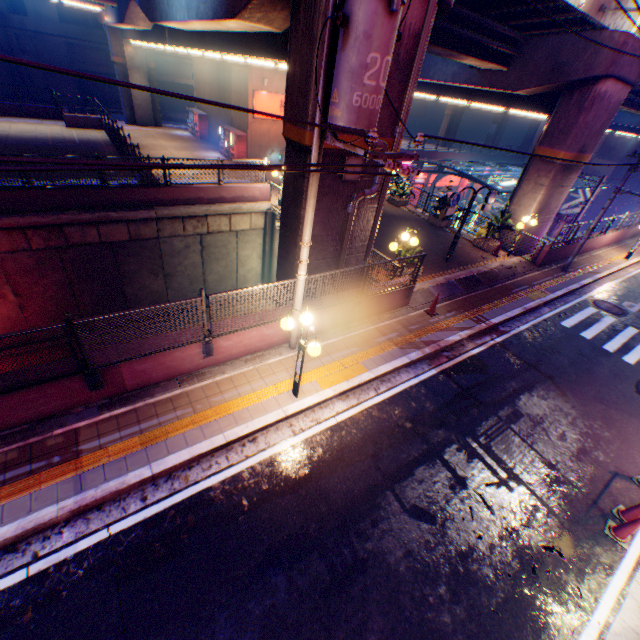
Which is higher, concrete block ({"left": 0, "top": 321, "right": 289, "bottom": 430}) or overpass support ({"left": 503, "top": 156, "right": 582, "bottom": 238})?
overpass support ({"left": 503, "top": 156, "right": 582, "bottom": 238})

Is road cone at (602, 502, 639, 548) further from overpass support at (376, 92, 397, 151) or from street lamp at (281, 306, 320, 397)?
overpass support at (376, 92, 397, 151)

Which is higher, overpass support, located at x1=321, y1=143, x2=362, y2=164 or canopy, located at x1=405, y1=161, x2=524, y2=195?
overpass support, located at x1=321, y1=143, x2=362, y2=164

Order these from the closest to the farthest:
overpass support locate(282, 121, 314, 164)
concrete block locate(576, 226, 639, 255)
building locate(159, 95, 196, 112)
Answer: overpass support locate(282, 121, 314, 164) < concrete block locate(576, 226, 639, 255) < building locate(159, 95, 196, 112)

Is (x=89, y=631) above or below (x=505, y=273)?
below

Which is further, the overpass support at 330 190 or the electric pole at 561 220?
the electric pole at 561 220

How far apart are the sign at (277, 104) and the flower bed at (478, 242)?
15.8m

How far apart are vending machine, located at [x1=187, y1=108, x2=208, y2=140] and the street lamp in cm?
2940
